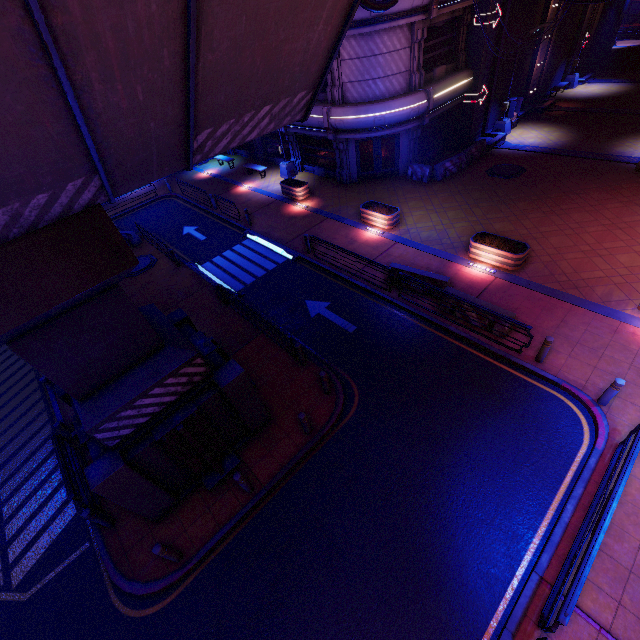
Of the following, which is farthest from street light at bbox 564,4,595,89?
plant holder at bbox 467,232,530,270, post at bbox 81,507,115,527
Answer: post at bbox 81,507,115,527

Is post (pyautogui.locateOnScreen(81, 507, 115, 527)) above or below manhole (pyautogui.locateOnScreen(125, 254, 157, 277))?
above

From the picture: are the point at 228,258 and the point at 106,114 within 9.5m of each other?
no

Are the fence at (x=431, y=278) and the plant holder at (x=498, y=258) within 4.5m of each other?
yes

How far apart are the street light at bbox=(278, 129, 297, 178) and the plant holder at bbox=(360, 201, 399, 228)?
8.8m

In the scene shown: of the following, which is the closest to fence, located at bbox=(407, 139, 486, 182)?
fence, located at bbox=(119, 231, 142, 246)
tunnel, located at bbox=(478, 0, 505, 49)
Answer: tunnel, located at bbox=(478, 0, 505, 49)

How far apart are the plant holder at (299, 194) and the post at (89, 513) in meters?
18.9 m

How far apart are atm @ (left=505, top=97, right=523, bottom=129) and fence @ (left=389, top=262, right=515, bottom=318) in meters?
19.3 m
